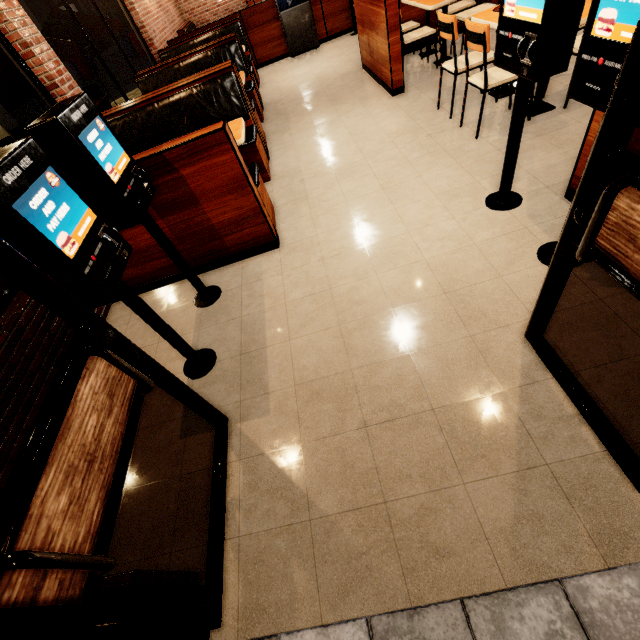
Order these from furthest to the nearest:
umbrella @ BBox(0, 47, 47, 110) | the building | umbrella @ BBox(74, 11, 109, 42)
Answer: umbrella @ BBox(74, 11, 109, 42) → umbrella @ BBox(0, 47, 47, 110) → the building

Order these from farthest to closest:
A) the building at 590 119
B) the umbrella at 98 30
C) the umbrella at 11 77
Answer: the umbrella at 98 30
the umbrella at 11 77
the building at 590 119

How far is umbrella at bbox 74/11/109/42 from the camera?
6.5m

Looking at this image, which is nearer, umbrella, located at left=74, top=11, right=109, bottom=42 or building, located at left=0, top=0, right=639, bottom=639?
building, located at left=0, top=0, right=639, bottom=639

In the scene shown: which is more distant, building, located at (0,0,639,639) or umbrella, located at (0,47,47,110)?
umbrella, located at (0,47,47,110)

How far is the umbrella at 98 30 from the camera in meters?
6.5 m

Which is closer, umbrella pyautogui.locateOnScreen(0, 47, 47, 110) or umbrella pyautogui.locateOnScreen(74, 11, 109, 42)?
umbrella pyautogui.locateOnScreen(0, 47, 47, 110)

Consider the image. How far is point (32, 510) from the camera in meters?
0.9 m
